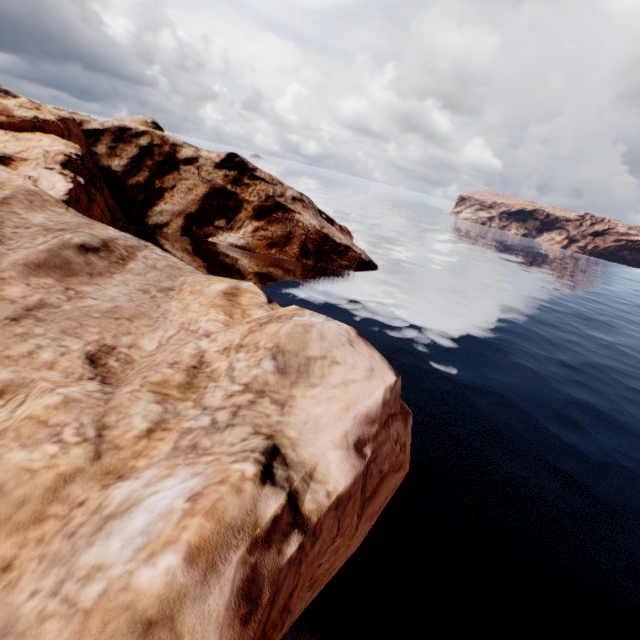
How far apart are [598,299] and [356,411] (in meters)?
71.20
